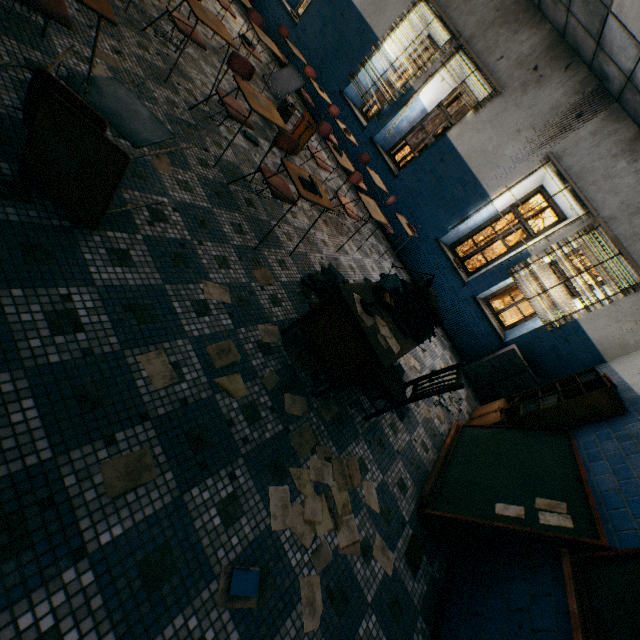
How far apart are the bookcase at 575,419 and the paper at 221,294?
3.9m

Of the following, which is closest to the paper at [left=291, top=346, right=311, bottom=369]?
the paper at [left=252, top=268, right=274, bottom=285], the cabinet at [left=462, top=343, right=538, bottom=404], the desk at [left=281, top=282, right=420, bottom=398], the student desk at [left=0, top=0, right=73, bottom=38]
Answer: the desk at [left=281, top=282, right=420, bottom=398]

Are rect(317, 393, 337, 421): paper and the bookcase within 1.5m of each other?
no

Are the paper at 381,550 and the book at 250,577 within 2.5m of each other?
yes

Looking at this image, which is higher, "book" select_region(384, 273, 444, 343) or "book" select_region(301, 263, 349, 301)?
"book" select_region(384, 273, 444, 343)

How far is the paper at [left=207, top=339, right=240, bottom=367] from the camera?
2.1 meters

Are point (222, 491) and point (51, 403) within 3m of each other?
yes

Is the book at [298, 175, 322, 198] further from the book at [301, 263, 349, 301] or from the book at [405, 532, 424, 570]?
the book at [405, 532, 424, 570]
